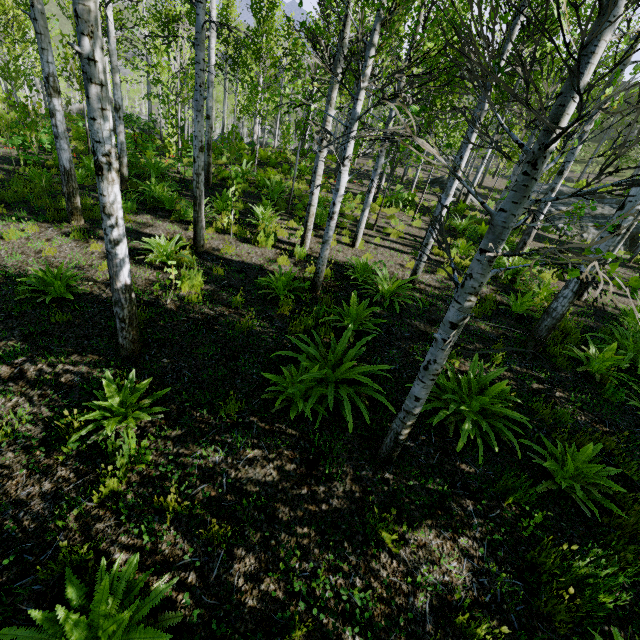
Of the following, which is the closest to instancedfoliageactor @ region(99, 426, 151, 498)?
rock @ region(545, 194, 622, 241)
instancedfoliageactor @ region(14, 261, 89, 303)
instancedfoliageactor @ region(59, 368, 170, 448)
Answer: instancedfoliageactor @ region(59, 368, 170, 448)

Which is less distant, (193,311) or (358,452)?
(358,452)

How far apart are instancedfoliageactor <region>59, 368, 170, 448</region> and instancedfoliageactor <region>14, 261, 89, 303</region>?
2.3m

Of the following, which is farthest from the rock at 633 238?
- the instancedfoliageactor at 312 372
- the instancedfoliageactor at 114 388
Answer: the instancedfoliageactor at 114 388

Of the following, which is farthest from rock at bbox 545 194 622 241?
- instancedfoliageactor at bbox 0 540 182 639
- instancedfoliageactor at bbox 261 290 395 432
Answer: instancedfoliageactor at bbox 0 540 182 639

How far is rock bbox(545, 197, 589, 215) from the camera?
21.80m

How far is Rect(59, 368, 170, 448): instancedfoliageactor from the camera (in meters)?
3.37

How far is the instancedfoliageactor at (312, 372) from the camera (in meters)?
4.01
